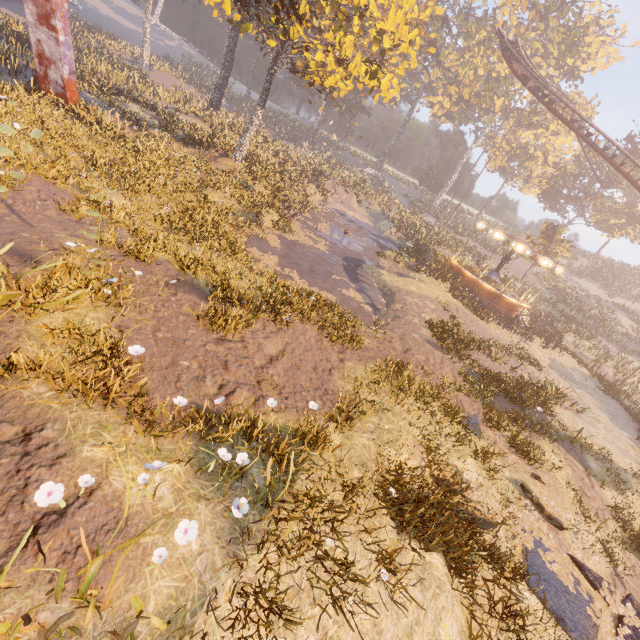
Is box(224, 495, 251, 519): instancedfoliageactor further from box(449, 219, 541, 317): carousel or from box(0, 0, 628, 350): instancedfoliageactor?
box(0, 0, 628, 350): instancedfoliageactor

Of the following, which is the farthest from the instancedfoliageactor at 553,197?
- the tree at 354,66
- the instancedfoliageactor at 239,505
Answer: the instancedfoliageactor at 239,505

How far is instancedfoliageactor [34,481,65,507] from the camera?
3.3 meters

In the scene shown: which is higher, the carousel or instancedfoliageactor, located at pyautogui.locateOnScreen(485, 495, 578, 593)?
the carousel

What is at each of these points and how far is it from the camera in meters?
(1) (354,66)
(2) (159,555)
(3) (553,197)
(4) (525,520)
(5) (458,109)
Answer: (1) tree, 15.5
(2) instancedfoliageactor, 3.5
(3) instancedfoliageactor, 50.1
(4) instancedfoliageactor, 7.7
(5) instancedfoliageactor, 59.7

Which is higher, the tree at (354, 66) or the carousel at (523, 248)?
the tree at (354, 66)

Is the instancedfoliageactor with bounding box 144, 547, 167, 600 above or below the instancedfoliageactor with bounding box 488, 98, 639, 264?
below

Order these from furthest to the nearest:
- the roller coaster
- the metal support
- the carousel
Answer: the roller coaster, the carousel, the metal support
